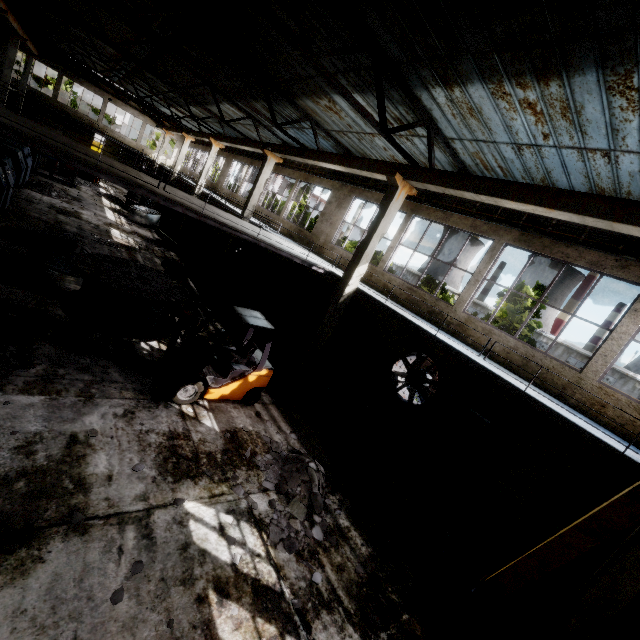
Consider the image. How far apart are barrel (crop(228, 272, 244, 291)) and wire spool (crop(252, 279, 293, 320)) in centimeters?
192cm

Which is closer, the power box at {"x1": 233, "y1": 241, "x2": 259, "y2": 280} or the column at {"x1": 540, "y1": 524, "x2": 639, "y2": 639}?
the column at {"x1": 540, "y1": 524, "x2": 639, "y2": 639}

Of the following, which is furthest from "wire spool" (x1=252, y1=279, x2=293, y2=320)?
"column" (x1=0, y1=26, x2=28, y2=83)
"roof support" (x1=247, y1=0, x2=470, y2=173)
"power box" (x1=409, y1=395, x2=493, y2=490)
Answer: "column" (x1=0, y1=26, x2=28, y2=83)

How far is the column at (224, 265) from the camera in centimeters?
1861cm

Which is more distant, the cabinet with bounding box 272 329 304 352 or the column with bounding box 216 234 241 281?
the column with bounding box 216 234 241 281

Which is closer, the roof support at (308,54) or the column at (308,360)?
the roof support at (308,54)

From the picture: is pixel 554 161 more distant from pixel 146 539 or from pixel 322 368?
pixel 146 539

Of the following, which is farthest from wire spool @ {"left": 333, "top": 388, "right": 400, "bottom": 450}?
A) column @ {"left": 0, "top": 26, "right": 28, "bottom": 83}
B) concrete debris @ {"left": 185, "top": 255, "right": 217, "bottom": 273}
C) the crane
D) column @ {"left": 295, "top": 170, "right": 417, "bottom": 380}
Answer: column @ {"left": 0, "top": 26, "right": 28, "bottom": 83}
